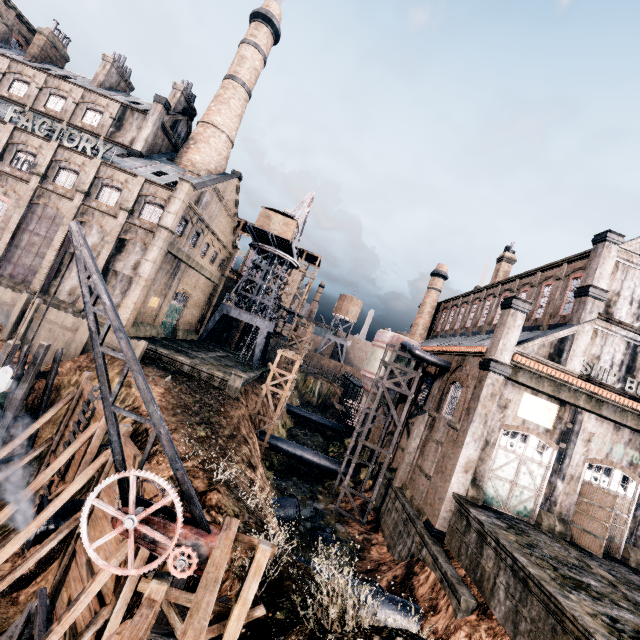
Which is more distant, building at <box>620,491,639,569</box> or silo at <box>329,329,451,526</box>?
silo at <box>329,329,451,526</box>

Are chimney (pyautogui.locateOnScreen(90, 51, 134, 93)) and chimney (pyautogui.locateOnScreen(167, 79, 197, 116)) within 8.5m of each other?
yes

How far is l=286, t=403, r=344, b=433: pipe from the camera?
54.78m

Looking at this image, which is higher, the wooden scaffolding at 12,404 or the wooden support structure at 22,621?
the wooden scaffolding at 12,404

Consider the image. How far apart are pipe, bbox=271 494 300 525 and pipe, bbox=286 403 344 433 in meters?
31.1

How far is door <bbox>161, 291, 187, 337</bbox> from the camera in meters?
38.4

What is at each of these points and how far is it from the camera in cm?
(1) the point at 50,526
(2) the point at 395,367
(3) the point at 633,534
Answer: (1) pipe, 1332
(2) silo, 3169
(3) building, 2078

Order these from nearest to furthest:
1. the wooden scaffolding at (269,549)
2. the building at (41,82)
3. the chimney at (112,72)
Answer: the wooden scaffolding at (269,549)
the building at (41,82)
the chimney at (112,72)
